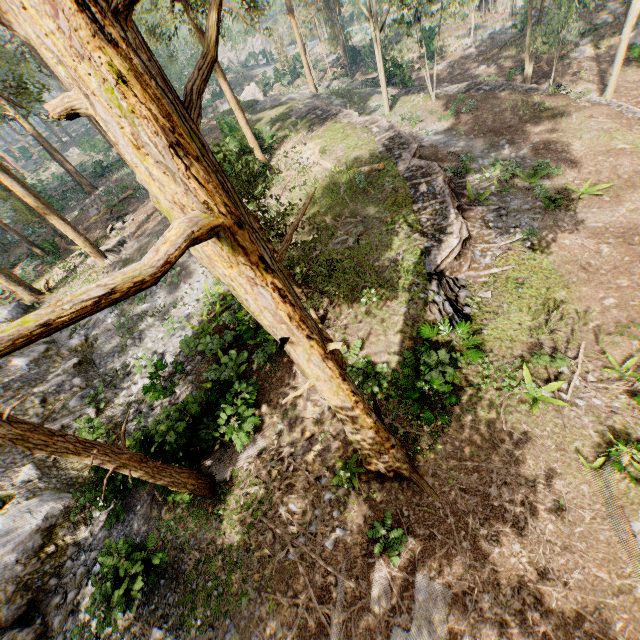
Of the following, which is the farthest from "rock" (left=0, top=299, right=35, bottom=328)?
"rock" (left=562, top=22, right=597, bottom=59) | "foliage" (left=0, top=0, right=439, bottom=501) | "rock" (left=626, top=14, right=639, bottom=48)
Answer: "rock" (left=562, top=22, right=597, bottom=59)

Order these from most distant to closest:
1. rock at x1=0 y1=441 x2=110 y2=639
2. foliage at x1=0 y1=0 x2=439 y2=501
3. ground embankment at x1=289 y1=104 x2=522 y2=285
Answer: ground embankment at x1=289 y1=104 x2=522 y2=285, rock at x1=0 y1=441 x2=110 y2=639, foliage at x1=0 y1=0 x2=439 y2=501

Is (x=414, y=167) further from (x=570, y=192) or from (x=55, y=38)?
(x=55, y=38)

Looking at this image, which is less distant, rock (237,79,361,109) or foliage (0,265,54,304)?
foliage (0,265,54,304)

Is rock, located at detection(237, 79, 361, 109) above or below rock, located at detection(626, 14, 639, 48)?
above

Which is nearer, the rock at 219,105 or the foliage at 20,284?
the foliage at 20,284

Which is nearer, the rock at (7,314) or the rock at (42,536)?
the rock at (42,536)

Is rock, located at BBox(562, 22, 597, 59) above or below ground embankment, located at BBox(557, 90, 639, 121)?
below
